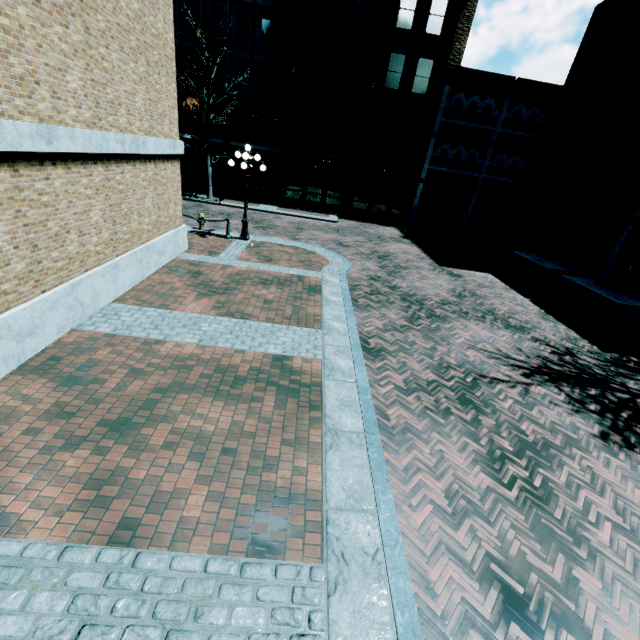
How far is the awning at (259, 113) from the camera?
23.9m

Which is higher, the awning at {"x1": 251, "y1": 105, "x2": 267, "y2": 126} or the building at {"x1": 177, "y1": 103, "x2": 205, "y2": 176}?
the awning at {"x1": 251, "y1": 105, "x2": 267, "y2": 126}

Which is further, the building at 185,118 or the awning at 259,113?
the building at 185,118

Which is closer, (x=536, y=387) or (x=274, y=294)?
(x=536, y=387)

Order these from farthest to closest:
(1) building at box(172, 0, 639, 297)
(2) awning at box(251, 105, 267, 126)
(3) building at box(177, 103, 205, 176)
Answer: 1. (3) building at box(177, 103, 205, 176)
2. (2) awning at box(251, 105, 267, 126)
3. (1) building at box(172, 0, 639, 297)

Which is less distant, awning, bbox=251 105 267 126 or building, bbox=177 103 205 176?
awning, bbox=251 105 267 126

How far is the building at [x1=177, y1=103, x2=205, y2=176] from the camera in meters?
24.7 m

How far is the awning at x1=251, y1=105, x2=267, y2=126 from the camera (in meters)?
23.88
